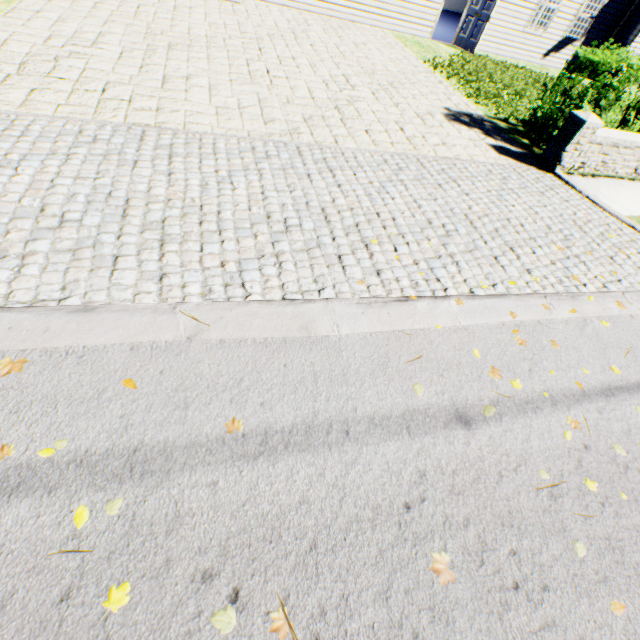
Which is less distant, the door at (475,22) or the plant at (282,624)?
the plant at (282,624)

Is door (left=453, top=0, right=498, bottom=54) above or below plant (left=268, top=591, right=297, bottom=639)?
above

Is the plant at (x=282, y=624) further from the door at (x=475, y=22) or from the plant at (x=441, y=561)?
the door at (x=475, y=22)

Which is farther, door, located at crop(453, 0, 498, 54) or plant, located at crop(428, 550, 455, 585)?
door, located at crop(453, 0, 498, 54)

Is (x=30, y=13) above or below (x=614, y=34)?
below

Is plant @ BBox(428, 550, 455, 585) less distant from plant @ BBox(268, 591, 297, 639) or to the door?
plant @ BBox(268, 591, 297, 639)
